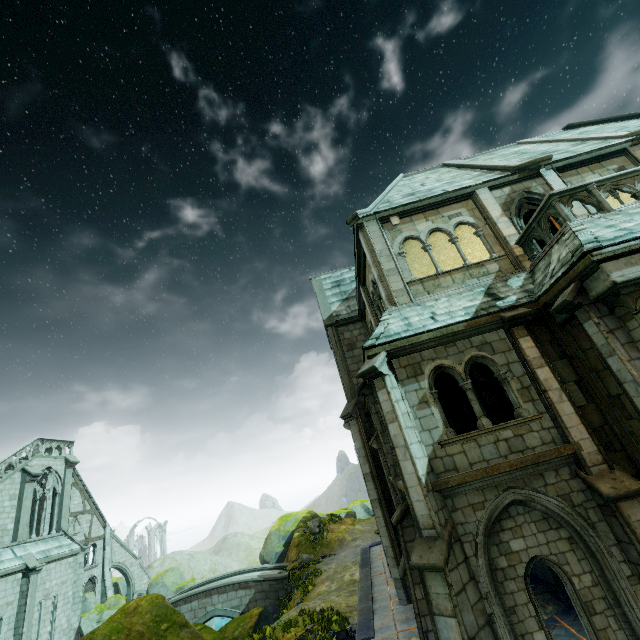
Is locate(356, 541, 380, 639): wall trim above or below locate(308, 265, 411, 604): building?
below

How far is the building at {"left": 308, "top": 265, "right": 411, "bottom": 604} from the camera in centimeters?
1512cm

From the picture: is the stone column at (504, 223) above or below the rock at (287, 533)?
above

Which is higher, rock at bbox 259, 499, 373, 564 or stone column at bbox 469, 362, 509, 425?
stone column at bbox 469, 362, 509, 425

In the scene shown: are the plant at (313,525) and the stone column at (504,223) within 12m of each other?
no

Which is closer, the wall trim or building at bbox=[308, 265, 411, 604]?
the wall trim

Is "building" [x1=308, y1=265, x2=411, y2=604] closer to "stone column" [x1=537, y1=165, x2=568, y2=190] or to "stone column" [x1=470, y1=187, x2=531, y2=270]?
"stone column" [x1=470, y1=187, x2=531, y2=270]

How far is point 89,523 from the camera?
29.62m
